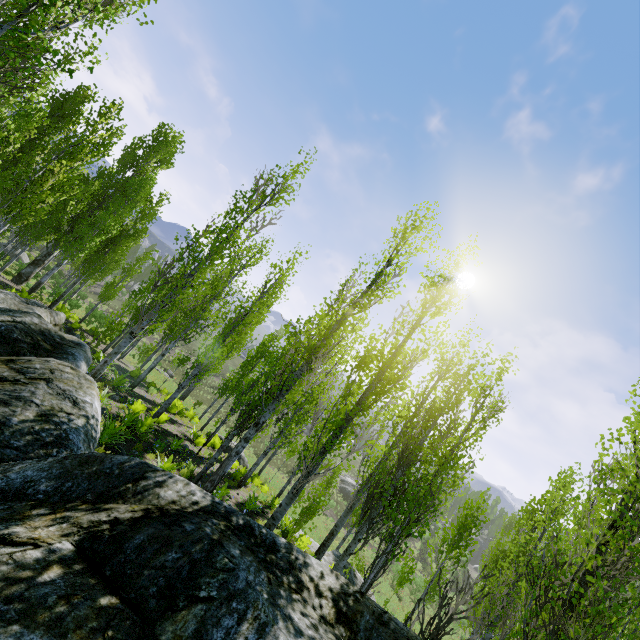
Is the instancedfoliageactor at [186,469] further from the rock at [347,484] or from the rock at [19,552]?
the rock at [347,484]

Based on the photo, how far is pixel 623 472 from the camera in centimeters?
473cm

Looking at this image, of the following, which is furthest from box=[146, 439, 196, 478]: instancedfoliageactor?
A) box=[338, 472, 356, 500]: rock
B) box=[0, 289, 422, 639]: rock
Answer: box=[338, 472, 356, 500]: rock

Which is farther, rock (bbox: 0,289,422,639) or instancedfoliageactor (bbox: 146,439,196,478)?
instancedfoliageactor (bbox: 146,439,196,478)

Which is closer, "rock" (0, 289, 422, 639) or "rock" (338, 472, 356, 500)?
"rock" (0, 289, 422, 639)

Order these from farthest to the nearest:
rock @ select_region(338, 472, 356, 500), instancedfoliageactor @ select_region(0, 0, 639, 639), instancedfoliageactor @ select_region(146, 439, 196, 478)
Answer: rock @ select_region(338, 472, 356, 500) < instancedfoliageactor @ select_region(146, 439, 196, 478) < instancedfoliageactor @ select_region(0, 0, 639, 639)

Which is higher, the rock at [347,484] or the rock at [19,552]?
the rock at [19,552]
